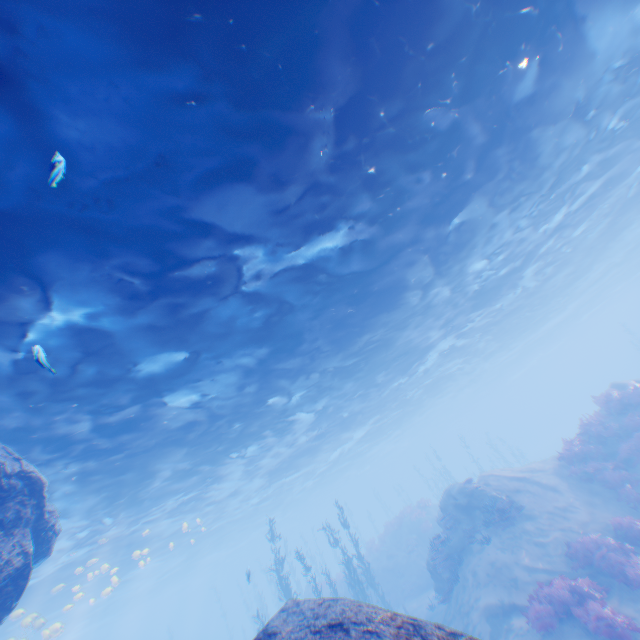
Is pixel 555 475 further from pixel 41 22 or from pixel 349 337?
pixel 41 22

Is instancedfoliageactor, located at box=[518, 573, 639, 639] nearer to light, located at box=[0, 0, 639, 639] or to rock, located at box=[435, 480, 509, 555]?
rock, located at box=[435, 480, 509, 555]

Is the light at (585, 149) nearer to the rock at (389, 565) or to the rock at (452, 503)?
the rock at (452, 503)

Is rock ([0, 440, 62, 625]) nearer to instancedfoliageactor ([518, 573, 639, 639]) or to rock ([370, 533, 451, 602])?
rock ([370, 533, 451, 602])

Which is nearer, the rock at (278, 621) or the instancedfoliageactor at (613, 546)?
the rock at (278, 621)

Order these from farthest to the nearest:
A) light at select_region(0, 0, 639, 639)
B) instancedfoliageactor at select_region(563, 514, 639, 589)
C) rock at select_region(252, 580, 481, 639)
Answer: instancedfoliageactor at select_region(563, 514, 639, 589), light at select_region(0, 0, 639, 639), rock at select_region(252, 580, 481, 639)

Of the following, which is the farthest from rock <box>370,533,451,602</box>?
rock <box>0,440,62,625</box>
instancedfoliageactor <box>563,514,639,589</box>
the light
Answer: instancedfoliageactor <box>563,514,639,589</box>

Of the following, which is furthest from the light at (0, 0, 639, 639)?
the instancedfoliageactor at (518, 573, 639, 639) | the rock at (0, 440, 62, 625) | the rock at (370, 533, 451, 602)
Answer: the rock at (370, 533, 451, 602)
